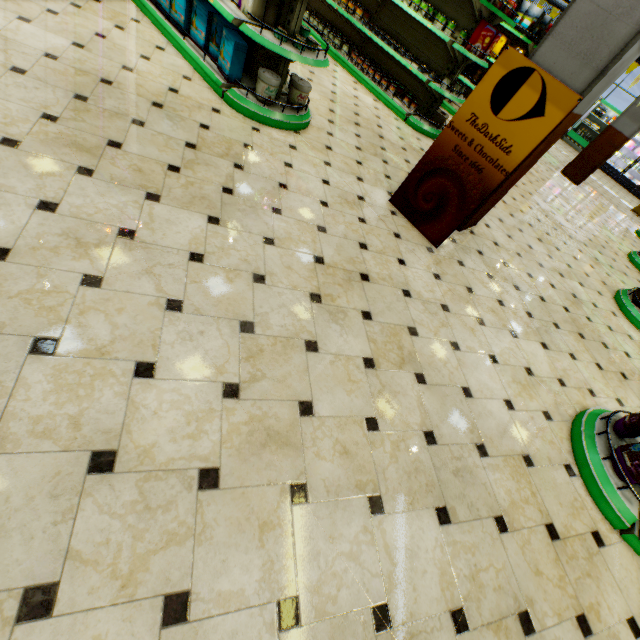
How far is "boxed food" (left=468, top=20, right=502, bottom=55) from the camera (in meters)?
5.21

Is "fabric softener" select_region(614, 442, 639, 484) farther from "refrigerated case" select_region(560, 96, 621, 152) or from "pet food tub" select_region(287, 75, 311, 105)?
"refrigerated case" select_region(560, 96, 621, 152)

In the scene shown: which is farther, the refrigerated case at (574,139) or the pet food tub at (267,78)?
the refrigerated case at (574,139)

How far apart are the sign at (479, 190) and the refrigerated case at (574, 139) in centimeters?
1842cm

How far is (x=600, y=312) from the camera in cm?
471

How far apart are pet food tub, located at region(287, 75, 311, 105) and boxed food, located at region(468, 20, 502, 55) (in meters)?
3.46

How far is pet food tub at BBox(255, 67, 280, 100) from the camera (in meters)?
3.50

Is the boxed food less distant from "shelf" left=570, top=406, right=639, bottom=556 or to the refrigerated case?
"shelf" left=570, top=406, right=639, bottom=556
